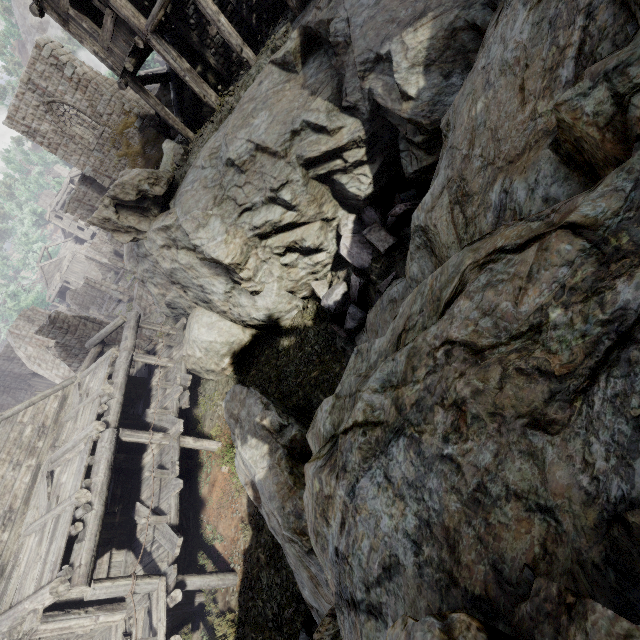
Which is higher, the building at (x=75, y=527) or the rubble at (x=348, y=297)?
the building at (x=75, y=527)

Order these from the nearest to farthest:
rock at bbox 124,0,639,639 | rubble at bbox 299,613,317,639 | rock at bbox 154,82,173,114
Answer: rock at bbox 124,0,639,639 → rubble at bbox 299,613,317,639 → rock at bbox 154,82,173,114

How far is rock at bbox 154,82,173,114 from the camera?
20.4 meters

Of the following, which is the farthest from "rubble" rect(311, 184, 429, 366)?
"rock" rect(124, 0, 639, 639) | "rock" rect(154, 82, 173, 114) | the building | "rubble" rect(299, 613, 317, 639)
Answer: "rock" rect(154, 82, 173, 114)

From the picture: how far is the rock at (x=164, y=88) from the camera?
20.36m

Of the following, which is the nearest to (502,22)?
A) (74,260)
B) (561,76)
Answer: (561,76)

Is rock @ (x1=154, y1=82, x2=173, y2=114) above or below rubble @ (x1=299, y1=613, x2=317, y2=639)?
above

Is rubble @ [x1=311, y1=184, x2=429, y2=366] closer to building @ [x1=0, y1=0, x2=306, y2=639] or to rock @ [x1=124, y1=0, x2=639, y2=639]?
rock @ [x1=124, y1=0, x2=639, y2=639]
